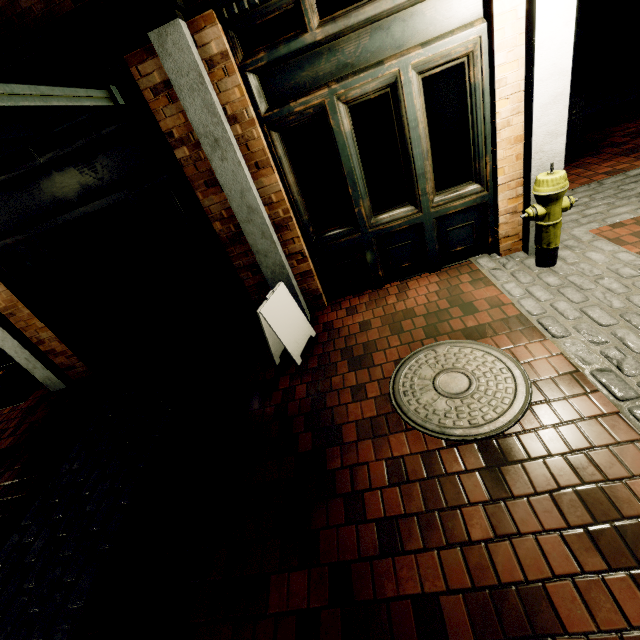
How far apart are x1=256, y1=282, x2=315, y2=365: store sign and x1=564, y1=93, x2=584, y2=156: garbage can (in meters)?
5.61

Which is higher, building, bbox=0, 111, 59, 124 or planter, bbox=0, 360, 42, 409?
building, bbox=0, 111, 59, 124

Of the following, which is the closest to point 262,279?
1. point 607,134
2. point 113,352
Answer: point 113,352

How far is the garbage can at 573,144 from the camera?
5.3 meters

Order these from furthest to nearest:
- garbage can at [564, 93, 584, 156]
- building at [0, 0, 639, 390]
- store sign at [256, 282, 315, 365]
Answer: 1. garbage can at [564, 93, 584, 156]
2. store sign at [256, 282, 315, 365]
3. building at [0, 0, 639, 390]

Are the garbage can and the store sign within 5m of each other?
no

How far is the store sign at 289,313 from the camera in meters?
3.3

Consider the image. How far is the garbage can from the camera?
5.3m
